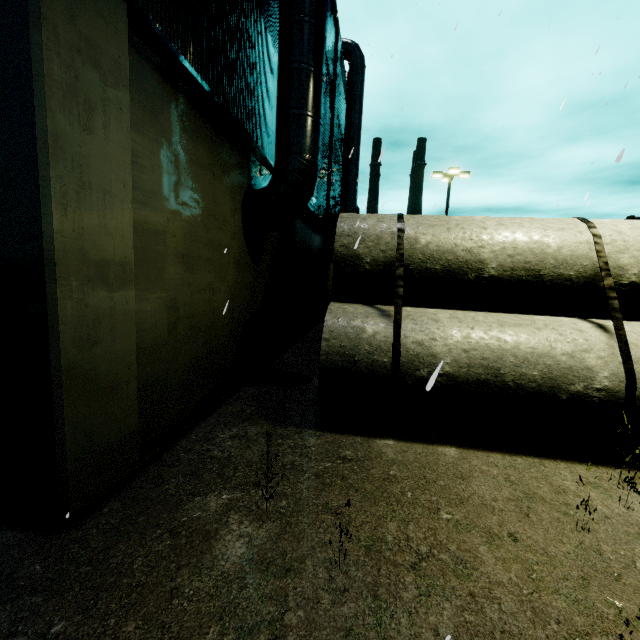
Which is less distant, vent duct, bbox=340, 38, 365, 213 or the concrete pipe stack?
the concrete pipe stack

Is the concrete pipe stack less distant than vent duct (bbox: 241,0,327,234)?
Yes

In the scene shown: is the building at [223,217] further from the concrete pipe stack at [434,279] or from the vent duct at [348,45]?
the concrete pipe stack at [434,279]

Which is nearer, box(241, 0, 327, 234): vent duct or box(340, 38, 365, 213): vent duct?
box(241, 0, 327, 234): vent duct

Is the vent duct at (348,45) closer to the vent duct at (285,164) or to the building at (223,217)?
the building at (223,217)

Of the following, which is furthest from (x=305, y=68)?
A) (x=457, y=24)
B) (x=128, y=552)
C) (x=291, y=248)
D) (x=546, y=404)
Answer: (x=128, y=552)

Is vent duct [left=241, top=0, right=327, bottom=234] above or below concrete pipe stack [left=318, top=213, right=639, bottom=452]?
above

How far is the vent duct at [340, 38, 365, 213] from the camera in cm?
1847
